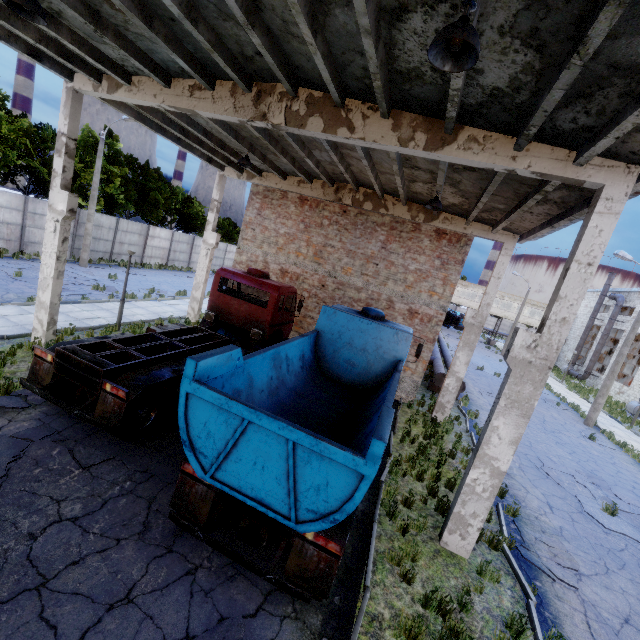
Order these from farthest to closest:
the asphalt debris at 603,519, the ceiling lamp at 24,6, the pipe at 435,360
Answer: the pipe at 435,360 < the asphalt debris at 603,519 < the ceiling lamp at 24,6

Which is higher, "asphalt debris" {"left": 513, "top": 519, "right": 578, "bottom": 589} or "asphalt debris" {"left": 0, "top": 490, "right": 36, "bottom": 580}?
"asphalt debris" {"left": 513, "top": 519, "right": 578, "bottom": 589}

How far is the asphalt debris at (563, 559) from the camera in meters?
7.3

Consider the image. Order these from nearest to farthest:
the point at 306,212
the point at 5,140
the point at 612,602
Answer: the point at 612,602, the point at 306,212, the point at 5,140

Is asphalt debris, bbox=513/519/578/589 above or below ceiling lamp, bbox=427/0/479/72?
below

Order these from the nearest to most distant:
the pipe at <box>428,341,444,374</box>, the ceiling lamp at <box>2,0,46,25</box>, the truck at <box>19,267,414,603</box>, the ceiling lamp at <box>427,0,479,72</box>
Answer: the ceiling lamp at <box>427,0,479,72</box>
the truck at <box>19,267,414,603</box>
the ceiling lamp at <box>2,0,46,25</box>
the pipe at <box>428,341,444,374</box>

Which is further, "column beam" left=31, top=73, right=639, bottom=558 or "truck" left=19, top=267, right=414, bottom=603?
"column beam" left=31, top=73, right=639, bottom=558

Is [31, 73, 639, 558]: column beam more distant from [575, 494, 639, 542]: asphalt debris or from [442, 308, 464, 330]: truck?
[442, 308, 464, 330]: truck
